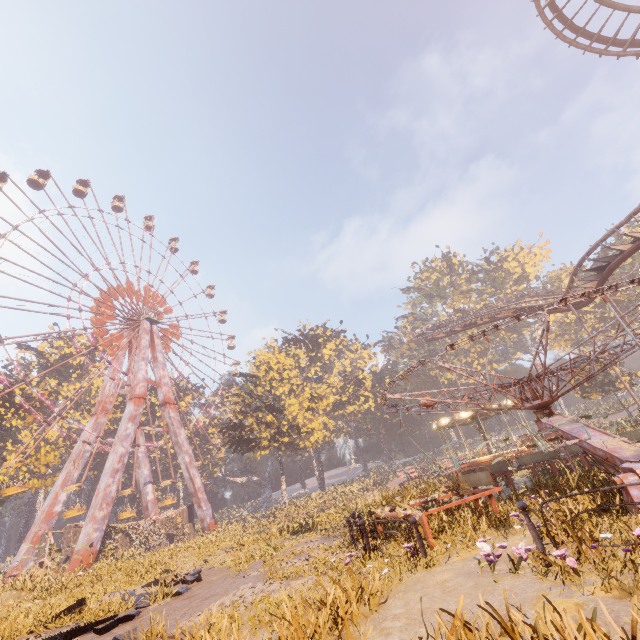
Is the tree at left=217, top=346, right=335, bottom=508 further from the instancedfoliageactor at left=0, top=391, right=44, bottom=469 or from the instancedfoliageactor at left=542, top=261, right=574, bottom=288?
the instancedfoliageactor at left=542, top=261, right=574, bottom=288

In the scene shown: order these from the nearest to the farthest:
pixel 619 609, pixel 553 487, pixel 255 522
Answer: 1. pixel 619 609
2. pixel 553 487
3. pixel 255 522

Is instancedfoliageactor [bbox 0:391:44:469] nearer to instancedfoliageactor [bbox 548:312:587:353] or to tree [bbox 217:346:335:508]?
tree [bbox 217:346:335:508]

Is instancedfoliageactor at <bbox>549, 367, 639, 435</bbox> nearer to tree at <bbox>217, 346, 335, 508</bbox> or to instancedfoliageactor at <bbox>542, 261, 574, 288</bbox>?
instancedfoliageactor at <bbox>542, 261, 574, 288</bbox>

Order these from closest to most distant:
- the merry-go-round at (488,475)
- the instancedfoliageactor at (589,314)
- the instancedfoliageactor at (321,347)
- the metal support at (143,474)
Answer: the merry-go-round at (488,475)
the metal support at (143,474)
the instancedfoliageactor at (589,314)
the instancedfoliageactor at (321,347)

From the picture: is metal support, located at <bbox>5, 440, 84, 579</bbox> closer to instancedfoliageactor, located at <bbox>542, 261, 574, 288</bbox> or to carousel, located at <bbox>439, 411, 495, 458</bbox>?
carousel, located at <bbox>439, 411, 495, 458</bbox>

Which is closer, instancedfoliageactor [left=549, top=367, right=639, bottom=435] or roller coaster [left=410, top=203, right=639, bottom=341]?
roller coaster [left=410, top=203, right=639, bottom=341]

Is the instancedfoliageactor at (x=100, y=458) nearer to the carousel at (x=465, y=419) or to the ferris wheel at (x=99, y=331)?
the ferris wheel at (x=99, y=331)
